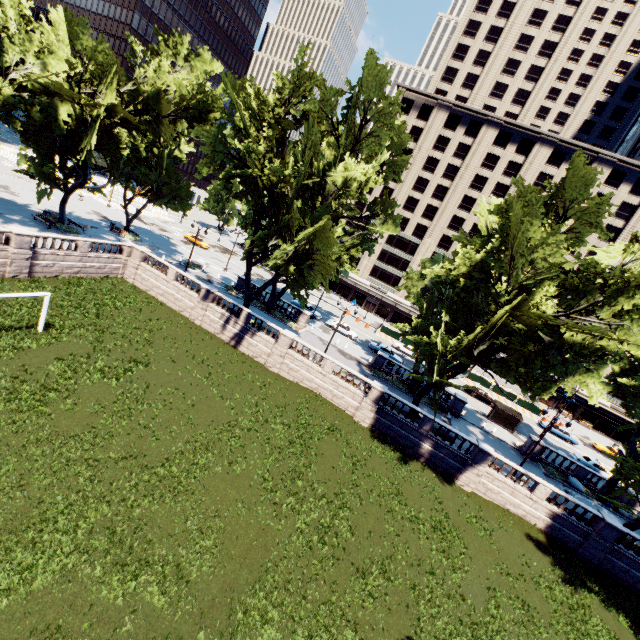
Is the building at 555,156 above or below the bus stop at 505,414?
above

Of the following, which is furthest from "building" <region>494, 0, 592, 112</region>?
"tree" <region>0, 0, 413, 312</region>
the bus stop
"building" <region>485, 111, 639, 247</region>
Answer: the bus stop

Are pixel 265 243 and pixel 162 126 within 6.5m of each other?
no

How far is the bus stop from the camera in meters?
39.2 m

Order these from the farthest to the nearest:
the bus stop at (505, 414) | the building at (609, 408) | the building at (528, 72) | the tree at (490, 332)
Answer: the building at (609, 408) → the building at (528, 72) → the bus stop at (505, 414) → the tree at (490, 332)

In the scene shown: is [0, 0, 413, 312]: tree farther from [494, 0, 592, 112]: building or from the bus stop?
[494, 0, 592, 112]: building

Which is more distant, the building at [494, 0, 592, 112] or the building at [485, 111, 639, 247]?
the building at [494, 0, 592, 112]

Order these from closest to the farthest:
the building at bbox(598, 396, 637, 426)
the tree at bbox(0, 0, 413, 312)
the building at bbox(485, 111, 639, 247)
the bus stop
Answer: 1. the tree at bbox(0, 0, 413, 312)
2. the bus stop
3. the building at bbox(485, 111, 639, 247)
4. the building at bbox(598, 396, 637, 426)
